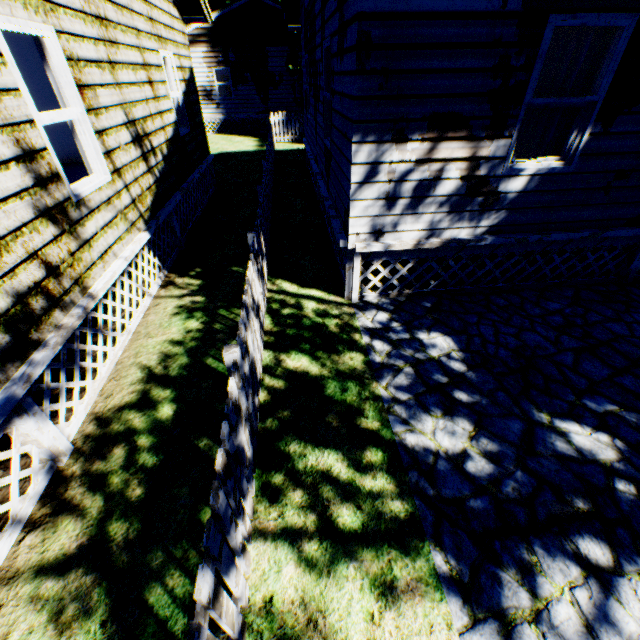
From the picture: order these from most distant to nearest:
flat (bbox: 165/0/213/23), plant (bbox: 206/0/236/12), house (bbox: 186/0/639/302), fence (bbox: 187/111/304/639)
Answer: plant (bbox: 206/0/236/12) < flat (bbox: 165/0/213/23) < house (bbox: 186/0/639/302) < fence (bbox: 187/111/304/639)

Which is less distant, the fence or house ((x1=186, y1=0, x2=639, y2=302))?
the fence

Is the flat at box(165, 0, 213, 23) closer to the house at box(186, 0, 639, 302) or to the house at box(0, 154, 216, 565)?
the house at box(186, 0, 639, 302)

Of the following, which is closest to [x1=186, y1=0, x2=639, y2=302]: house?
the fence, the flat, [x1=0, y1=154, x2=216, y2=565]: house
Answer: the fence

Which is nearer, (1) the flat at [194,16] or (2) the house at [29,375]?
(2) the house at [29,375]

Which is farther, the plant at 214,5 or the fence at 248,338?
the plant at 214,5

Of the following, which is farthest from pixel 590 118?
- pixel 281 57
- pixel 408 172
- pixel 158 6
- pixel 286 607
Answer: pixel 281 57

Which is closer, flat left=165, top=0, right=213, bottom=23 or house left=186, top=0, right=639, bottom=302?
house left=186, top=0, right=639, bottom=302
